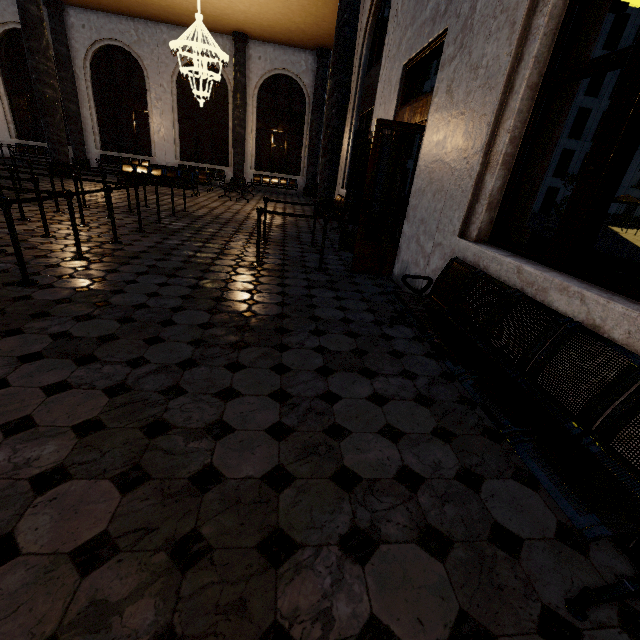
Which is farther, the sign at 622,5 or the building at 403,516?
the sign at 622,5

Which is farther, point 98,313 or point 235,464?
point 98,313

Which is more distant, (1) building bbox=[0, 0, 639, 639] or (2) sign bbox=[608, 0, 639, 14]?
(2) sign bbox=[608, 0, 639, 14]
